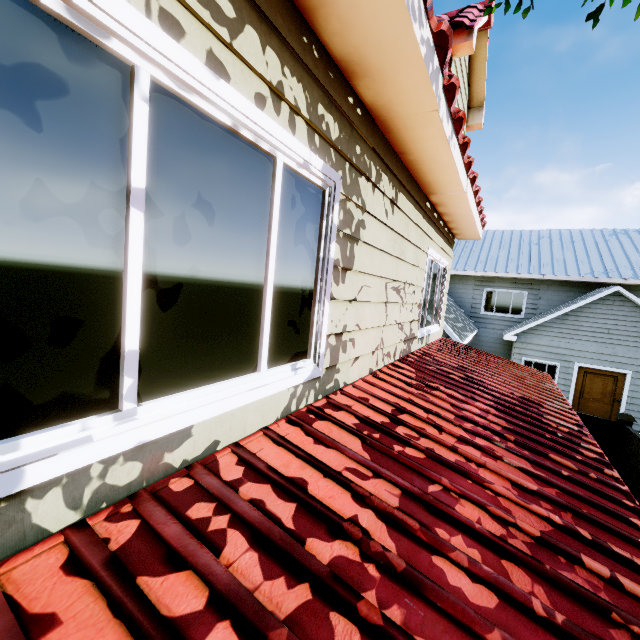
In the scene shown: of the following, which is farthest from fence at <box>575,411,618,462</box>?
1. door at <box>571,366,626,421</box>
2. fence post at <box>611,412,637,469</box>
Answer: door at <box>571,366,626,421</box>

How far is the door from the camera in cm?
1251

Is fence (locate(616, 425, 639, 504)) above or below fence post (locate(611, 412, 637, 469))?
below

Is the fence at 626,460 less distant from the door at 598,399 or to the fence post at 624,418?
the fence post at 624,418

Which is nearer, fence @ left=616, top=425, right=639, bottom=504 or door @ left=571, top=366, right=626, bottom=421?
fence @ left=616, top=425, right=639, bottom=504

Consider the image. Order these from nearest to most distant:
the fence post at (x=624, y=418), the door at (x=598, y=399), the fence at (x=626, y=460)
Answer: the fence at (x=626, y=460) → the fence post at (x=624, y=418) → the door at (x=598, y=399)

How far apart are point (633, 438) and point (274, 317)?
9.0 meters

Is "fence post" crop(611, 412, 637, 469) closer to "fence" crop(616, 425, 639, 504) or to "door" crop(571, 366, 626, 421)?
"fence" crop(616, 425, 639, 504)
